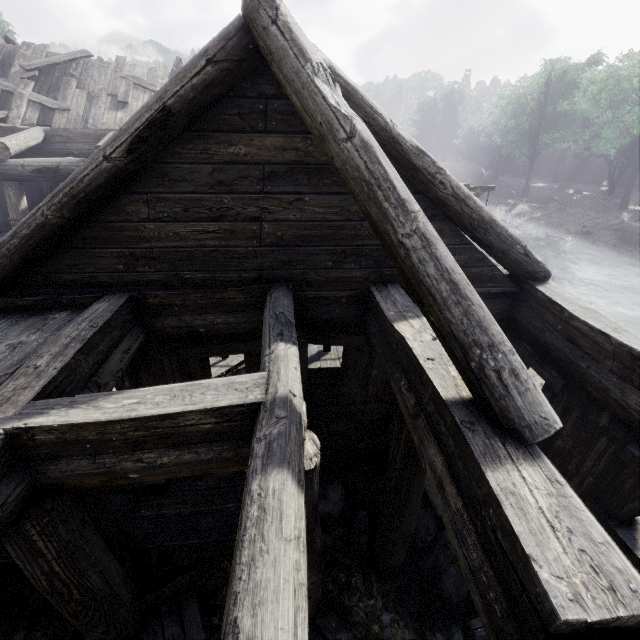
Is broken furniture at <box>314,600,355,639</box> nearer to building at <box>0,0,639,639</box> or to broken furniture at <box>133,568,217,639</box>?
broken furniture at <box>133,568,217,639</box>

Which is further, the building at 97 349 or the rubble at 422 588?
the rubble at 422 588

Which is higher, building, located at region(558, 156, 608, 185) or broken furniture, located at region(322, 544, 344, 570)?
building, located at region(558, 156, 608, 185)

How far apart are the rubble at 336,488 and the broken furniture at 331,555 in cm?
62

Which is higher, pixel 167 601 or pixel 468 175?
pixel 468 175

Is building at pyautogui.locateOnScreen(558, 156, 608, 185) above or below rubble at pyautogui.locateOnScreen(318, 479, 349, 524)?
above

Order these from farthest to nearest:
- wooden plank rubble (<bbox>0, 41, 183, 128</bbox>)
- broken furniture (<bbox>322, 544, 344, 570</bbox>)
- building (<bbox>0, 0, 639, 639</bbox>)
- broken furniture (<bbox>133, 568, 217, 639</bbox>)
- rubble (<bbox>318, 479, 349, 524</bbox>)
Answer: wooden plank rubble (<bbox>0, 41, 183, 128</bbox>), rubble (<bbox>318, 479, 349, 524</bbox>), broken furniture (<bbox>322, 544, 344, 570</bbox>), broken furniture (<bbox>133, 568, 217, 639</bbox>), building (<bbox>0, 0, 639, 639</bbox>)
